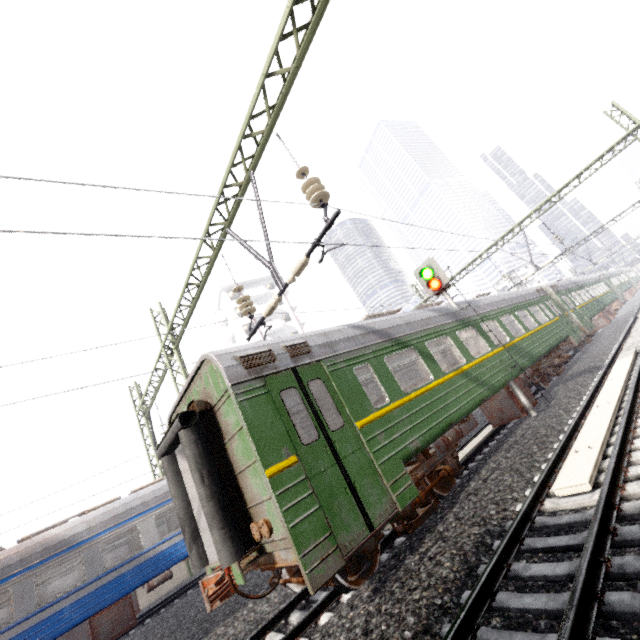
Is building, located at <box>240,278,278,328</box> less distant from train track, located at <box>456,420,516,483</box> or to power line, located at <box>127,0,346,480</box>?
power line, located at <box>127,0,346,480</box>

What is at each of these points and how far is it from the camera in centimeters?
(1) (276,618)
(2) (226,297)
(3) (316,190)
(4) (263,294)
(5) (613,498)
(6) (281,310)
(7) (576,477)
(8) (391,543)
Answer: (1) train track, 568cm
(2) building, 4644cm
(3) power line, 599cm
(4) building, 4769cm
(5) train track, 398cm
(6) building, 4822cm
(7) electrical rail conduit, 473cm
(8) train track, 638cm

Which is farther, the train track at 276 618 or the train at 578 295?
the train at 578 295

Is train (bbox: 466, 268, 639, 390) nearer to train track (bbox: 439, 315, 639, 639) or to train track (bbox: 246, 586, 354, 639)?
train track (bbox: 439, 315, 639, 639)

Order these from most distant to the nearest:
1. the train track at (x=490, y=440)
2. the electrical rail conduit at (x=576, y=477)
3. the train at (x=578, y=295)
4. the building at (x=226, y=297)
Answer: the building at (x=226, y=297), the train at (x=578, y=295), the train track at (x=490, y=440), the electrical rail conduit at (x=576, y=477)

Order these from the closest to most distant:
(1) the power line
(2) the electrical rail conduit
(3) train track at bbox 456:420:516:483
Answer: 1. (2) the electrical rail conduit
2. (1) the power line
3. (3) train track at bbox 456:420:516:483

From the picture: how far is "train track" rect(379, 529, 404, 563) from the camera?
5.96m

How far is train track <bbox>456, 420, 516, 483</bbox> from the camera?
8.7 meters
